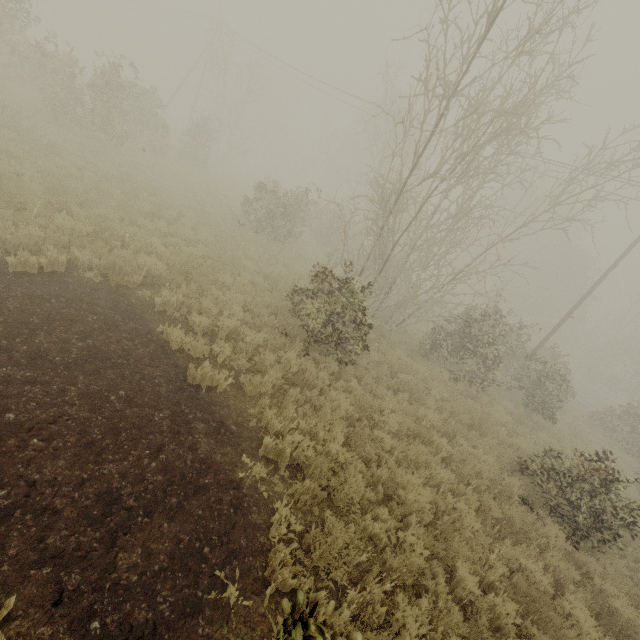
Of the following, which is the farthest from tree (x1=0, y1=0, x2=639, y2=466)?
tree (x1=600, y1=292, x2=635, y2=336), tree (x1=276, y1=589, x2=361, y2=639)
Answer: tree (x1=600, y1=292, x2=635, y2=336)

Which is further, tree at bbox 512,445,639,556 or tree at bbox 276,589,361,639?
tree at bbox 512,445,639,556

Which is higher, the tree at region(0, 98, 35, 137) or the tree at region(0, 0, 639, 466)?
the tree at region(0, 0, 639, 466)

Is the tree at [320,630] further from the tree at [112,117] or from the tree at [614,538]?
the tree at [112,117]

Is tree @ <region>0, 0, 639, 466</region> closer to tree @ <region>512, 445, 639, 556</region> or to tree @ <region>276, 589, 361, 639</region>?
tree @ <region>276, 589, 361, 639</region>

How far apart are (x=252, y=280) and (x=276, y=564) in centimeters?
883cm

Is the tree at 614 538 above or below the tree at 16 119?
above
